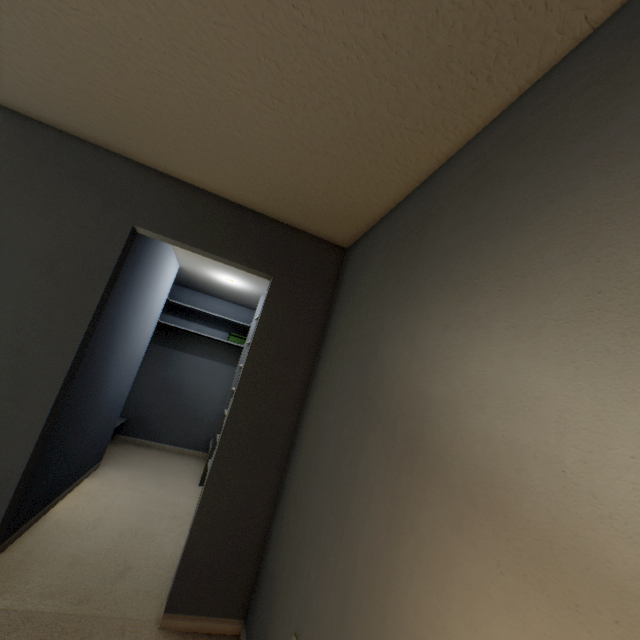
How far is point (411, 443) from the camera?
0.97m
